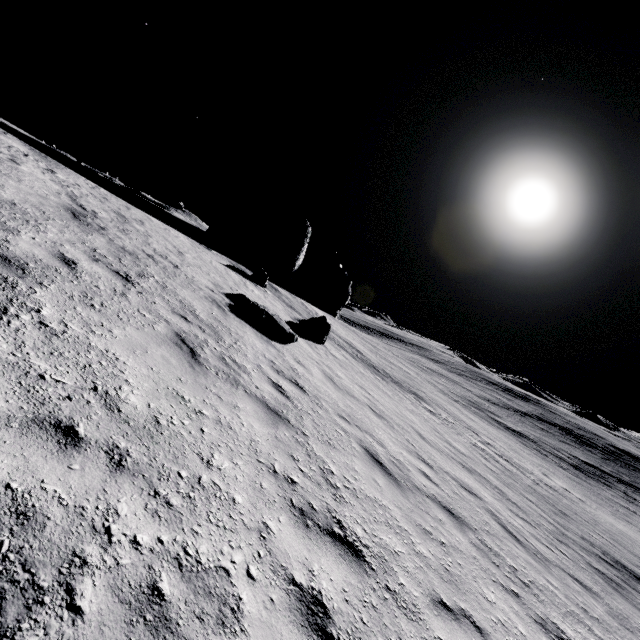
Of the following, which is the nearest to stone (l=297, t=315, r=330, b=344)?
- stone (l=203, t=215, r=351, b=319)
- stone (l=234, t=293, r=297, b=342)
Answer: stone (l=234, t=293, r=297, b=342)

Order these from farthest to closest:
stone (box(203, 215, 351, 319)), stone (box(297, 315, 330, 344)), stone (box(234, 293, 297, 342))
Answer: stone (box(203, 215, 351, 319)) < stone (box(297, 315, 330, 344)) < stone (box(234, 293, 297, 342))

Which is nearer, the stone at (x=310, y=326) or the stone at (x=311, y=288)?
the stone at (x=310, y=326)

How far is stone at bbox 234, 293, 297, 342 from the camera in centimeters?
1048cm

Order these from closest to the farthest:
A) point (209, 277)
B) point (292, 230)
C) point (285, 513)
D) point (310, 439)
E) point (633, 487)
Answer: point (285, 513), point (310, 439), point (209, 277), point (292, 230), point (633, 487)

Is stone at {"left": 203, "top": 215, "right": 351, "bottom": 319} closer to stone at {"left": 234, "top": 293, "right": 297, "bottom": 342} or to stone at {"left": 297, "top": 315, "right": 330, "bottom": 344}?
stone at {"left": 297, "top": 315, "right": 330, "bottom": 344}

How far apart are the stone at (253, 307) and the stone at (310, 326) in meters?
3.6 m
